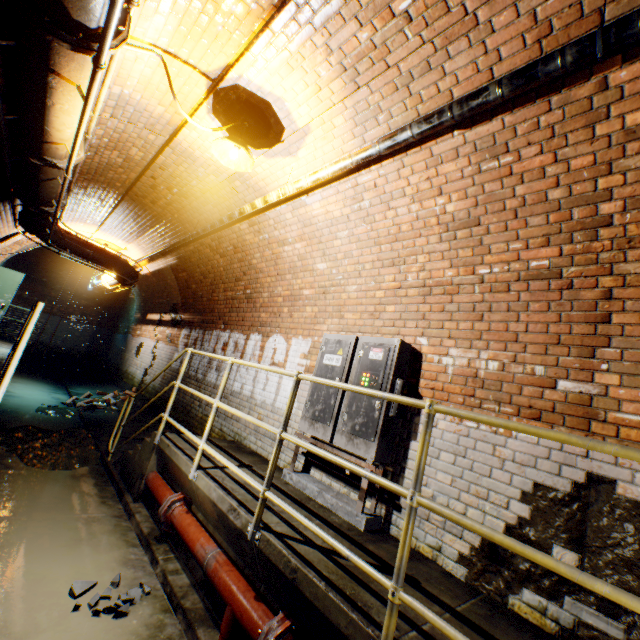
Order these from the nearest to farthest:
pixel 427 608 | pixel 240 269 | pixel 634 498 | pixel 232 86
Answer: pixel 427 608 < pixel 634 498 < pixel 232 86 < pixel 240 269

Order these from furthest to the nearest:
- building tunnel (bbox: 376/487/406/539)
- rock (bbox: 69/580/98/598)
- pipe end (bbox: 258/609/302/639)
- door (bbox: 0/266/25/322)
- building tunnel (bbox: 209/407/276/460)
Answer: door (bbox: 0/266/25/322)
building tunnel (bbox: 209/407/276/460)
building tunnel (bbox: 376/487/406/539)
rock (bbox: 69/580/98/598)
pipe end (bbox: 258/609/302/639)

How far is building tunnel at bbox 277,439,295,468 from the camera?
4.48m

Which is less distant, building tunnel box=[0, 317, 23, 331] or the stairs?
the stairs

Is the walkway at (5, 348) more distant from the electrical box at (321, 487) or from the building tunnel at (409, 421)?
the electrical box at (321, 487)

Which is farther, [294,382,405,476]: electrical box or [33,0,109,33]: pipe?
[294,382,405,476]: electrical box

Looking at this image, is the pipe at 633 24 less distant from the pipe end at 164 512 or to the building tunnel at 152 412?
the building tunnel at 152 412
